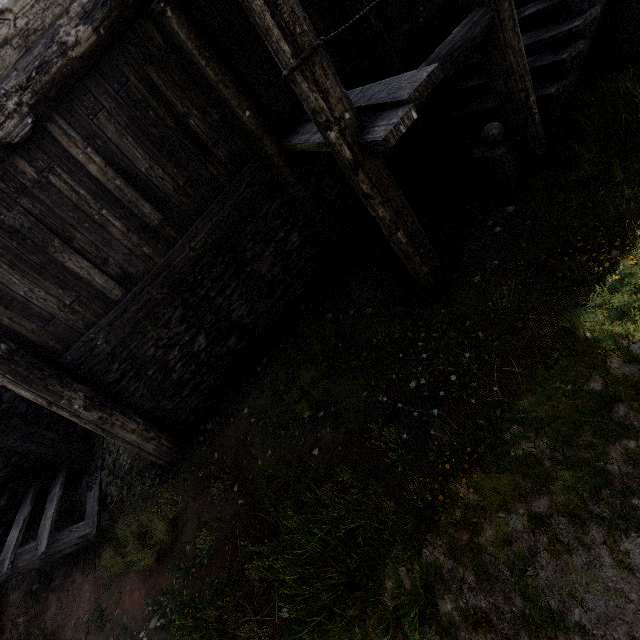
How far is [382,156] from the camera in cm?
600
